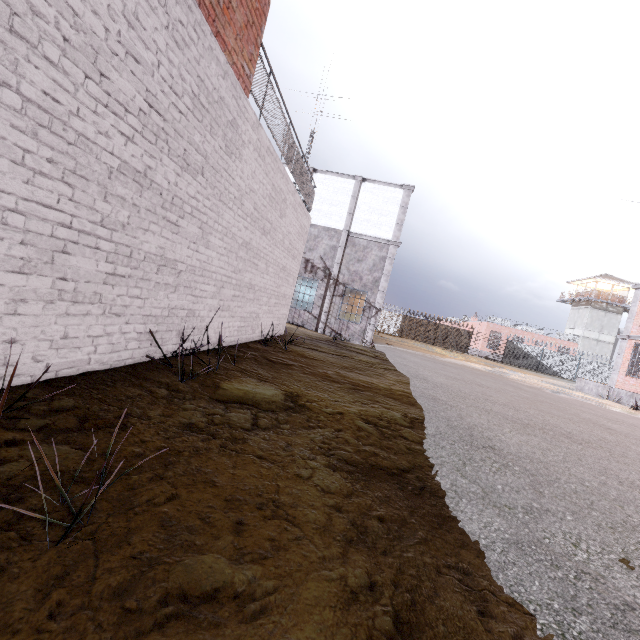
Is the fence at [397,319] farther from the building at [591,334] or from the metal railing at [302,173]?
the building at [591,334]

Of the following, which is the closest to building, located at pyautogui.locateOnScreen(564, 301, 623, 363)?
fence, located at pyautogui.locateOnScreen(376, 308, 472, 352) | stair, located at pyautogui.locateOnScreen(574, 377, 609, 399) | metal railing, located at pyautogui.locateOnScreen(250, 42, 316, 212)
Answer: fence, located at pyautogui.locateOnScreen(376, 308, 472, 352)

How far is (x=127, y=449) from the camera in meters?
2.1 m

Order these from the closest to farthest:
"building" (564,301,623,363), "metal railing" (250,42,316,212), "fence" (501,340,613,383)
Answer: "metal railing" (250,42,316,212)
"fence" (501,340,613,383)
"building" (564,301,623,363)

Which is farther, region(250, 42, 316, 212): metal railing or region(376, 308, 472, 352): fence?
region(376, 308, 472, 352): fence

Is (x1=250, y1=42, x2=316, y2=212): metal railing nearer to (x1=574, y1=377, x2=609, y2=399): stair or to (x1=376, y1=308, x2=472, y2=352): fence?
(x1=376, y1=308, x2=472, y2=352): fence

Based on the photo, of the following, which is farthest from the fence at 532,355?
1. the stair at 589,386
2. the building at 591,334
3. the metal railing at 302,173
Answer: the stair at 589,386
